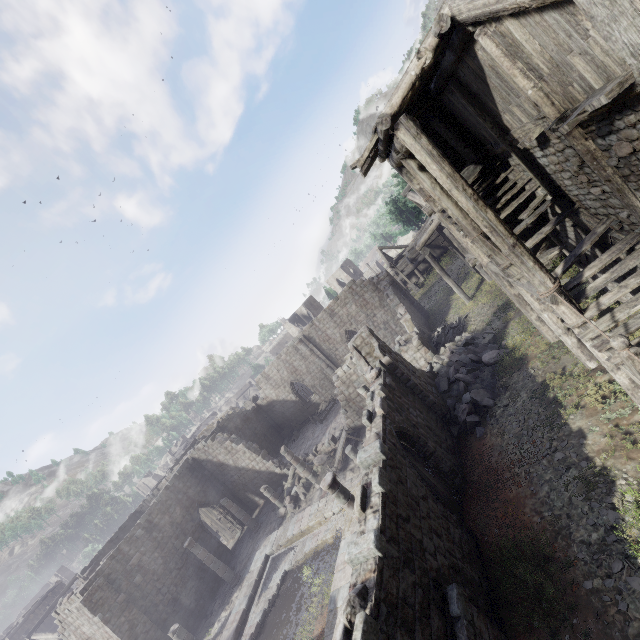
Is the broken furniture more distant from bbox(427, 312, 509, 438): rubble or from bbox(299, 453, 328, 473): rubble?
bbox(427, 312, 509, 438): rubble

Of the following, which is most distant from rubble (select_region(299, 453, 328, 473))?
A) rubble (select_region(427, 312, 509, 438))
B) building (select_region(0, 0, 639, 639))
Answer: rubble (select_region(427, 312, 509, 438))

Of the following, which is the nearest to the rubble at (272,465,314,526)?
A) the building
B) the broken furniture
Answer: the building

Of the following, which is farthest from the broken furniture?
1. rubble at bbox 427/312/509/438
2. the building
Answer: rubble at bbox 427/312/509/438

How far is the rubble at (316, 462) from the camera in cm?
2189

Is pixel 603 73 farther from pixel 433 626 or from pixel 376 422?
pixel 433 626

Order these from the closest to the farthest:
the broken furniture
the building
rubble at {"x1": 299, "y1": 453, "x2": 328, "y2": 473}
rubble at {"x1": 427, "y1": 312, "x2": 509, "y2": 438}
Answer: the building
rubble at {"x1": 427, "y1": 312, "x2": 509, "y2": 438}
the broken furniture
rubble at {"x1": 299, "y1": 453, "x2": 328, "y2": 473}

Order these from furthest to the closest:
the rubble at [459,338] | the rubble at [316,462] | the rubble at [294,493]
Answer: the rubble at [316,462], the rubble at [294,493], the rubble at [459,338]
